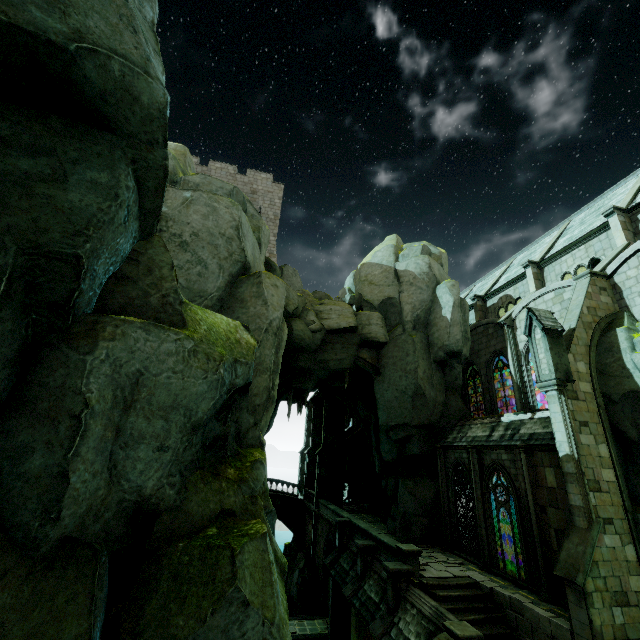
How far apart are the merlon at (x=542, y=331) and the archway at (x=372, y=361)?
10.12m

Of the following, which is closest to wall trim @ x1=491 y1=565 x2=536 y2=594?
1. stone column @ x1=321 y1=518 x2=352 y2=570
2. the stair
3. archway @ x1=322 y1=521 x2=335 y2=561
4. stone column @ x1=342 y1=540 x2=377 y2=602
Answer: the stair

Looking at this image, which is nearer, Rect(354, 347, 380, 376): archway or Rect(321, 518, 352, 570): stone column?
Rect(321, 518, 352, 570): stone column

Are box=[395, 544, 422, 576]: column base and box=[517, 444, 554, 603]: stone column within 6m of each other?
yes

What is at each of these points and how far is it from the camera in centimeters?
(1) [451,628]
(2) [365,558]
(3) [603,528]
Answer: (1) column base, 1092cm
(2) stone column, 1788cm
(3) buttress, 1117cm

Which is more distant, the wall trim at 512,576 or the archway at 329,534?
the archway at 329,534

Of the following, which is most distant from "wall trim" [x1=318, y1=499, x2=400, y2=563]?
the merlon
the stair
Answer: the merlon

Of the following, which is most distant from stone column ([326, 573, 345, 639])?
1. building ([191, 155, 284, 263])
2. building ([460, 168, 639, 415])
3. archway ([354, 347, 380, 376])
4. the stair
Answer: building ([191, 155, 284, 263])
